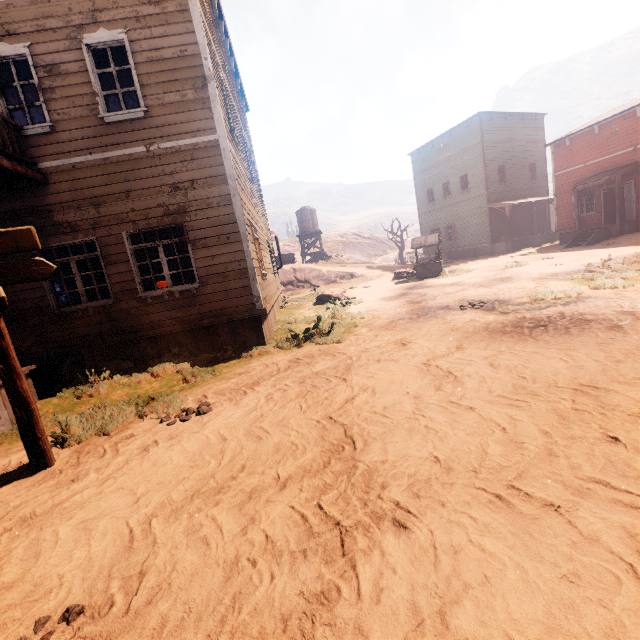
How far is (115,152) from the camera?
7.1 meters

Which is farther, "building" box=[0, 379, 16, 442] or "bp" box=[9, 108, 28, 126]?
"bp" box=[9, 108, 28, 126]

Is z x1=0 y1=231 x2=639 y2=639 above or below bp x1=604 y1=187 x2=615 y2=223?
below

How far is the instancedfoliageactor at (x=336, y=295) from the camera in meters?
15.0

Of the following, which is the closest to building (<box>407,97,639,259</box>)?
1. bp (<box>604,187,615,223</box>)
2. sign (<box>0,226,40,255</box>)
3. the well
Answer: bp (<box>604,187,615,223</box>)

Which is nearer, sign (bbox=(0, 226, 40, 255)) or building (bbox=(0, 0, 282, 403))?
sign (bbox=(0, 226, 40, 255))

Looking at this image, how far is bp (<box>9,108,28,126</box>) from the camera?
7.66m

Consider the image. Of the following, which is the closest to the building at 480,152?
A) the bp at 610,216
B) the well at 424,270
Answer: the bp at 610,216
